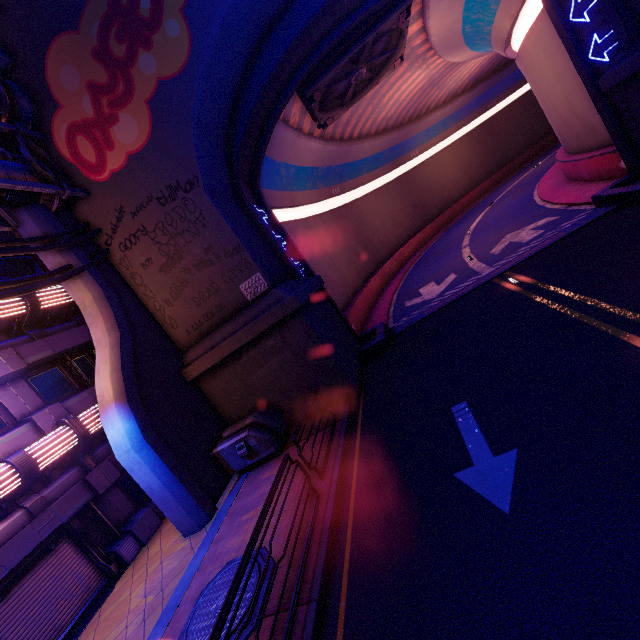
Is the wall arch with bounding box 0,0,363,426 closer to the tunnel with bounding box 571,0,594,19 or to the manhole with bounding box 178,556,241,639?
the tunnel with bounding box 571,0,594,19

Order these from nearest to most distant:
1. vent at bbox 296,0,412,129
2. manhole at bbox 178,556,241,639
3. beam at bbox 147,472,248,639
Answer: → manhole at bbox 178,556,241,639 → beam at bbox 147,472,248,639 → vent at bbox 296,0,412,129

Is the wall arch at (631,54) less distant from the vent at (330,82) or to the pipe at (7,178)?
the pipe at (7,178)

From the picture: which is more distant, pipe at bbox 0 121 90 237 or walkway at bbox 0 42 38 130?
walkway at bbox 0 42 38 130

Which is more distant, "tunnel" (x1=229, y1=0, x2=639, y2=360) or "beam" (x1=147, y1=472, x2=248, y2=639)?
"tunnel" (x1=229, y1=0, x2=639, y2=360)

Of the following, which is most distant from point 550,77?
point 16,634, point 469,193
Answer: point 16,634

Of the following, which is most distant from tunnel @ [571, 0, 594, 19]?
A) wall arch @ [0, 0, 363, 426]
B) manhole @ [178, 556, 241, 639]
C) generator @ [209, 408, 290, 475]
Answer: manhole @ [178, 556, 241, 639]

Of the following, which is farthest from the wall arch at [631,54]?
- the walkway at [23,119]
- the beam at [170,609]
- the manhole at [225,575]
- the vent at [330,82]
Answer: the manhole at [225,575]
